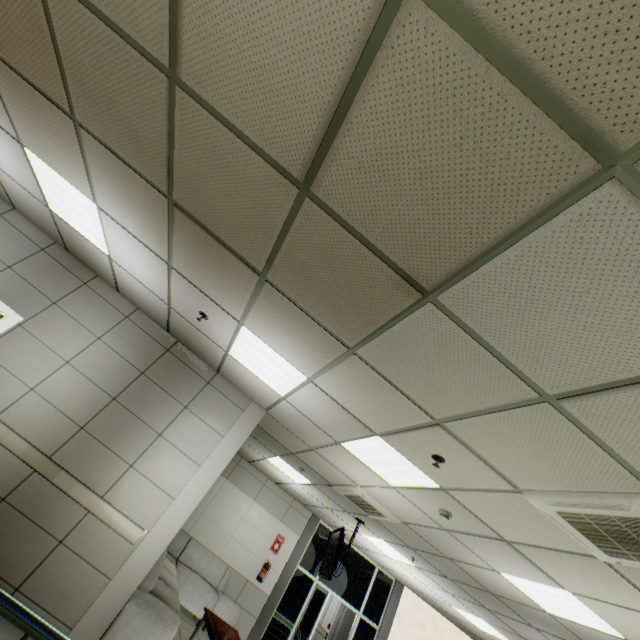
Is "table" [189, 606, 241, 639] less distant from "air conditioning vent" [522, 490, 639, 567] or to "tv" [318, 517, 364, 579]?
"tv" [318, 517, 364, 579]

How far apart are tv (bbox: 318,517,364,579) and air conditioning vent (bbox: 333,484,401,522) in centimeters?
49cm

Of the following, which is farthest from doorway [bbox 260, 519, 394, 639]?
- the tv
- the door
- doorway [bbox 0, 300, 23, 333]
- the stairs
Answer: doorway [bbox 0, 300, 23, 333]

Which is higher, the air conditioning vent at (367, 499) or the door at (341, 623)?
the air conditioning vent at (367, 499)

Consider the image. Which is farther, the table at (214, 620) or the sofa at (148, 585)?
the table at (214, 620)

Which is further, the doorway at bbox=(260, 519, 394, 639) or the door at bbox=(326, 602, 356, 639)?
the door at bbox=(326, 602, 356, 639)

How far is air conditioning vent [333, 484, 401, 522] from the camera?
5.4 meters

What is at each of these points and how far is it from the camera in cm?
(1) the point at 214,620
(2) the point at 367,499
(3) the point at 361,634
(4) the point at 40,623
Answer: (1) table, 572
(2) air conditioning vent, 543
(3) doorway, 884
(4) stairs, 155
